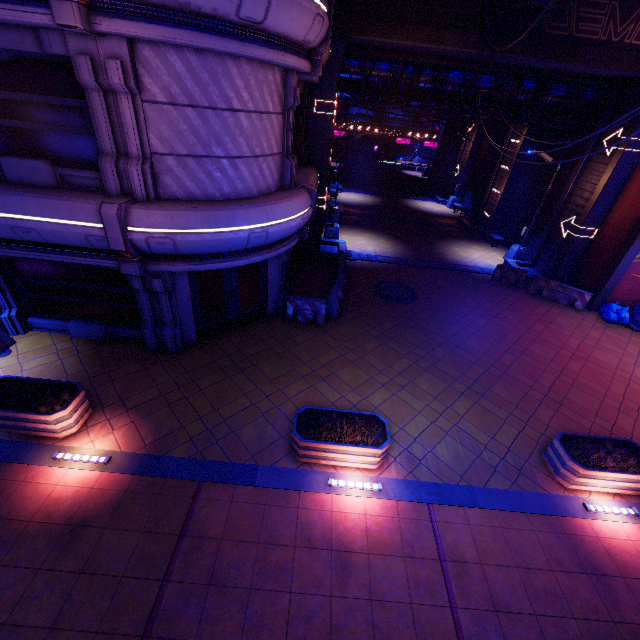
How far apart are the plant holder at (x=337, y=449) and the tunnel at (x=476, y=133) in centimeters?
2995cm

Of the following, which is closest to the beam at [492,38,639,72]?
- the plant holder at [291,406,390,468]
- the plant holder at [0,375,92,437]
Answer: the plant holder at [291,406,390,468]

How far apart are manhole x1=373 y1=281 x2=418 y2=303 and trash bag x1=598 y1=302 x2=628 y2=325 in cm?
857

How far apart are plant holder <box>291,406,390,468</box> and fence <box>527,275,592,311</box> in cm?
1329

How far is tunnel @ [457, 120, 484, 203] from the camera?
28.38m

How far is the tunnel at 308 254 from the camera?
12.8m

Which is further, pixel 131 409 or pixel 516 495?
pixel 131 409

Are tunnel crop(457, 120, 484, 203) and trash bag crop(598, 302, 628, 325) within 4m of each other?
no
